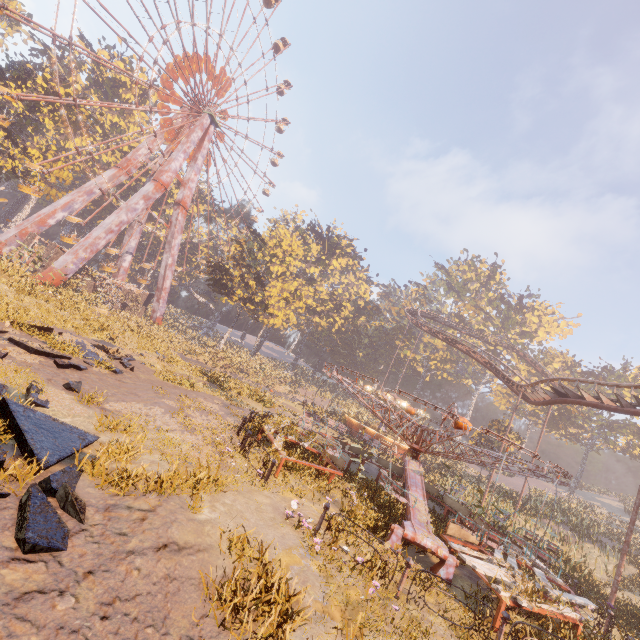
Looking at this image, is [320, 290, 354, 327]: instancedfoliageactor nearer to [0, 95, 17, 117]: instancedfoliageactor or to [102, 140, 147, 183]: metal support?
[102, 140, 147, 183]: metal support

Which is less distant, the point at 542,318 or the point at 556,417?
the point at 556,417

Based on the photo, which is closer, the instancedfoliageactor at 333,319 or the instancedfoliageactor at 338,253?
the instancedfoliageactor at 338,253

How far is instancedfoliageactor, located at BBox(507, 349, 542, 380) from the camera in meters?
54.3

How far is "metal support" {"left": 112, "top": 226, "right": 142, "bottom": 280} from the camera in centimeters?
4306cm

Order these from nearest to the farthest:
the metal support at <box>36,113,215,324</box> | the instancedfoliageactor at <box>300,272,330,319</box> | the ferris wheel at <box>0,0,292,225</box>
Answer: the ferris wheel at <box>0,0,292,225</box> → the metal support at <box>36,113,215,324</box> → the instancedfoliageactor at <box>300,272,330,319</box>

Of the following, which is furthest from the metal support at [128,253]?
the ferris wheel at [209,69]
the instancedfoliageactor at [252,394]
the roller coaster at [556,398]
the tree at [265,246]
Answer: the roller coaster at [556,398]

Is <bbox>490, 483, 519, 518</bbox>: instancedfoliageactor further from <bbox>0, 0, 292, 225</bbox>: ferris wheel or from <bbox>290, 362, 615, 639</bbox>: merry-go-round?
<bbox>290, 362, 615, 639</bbox>: merry-go-round
